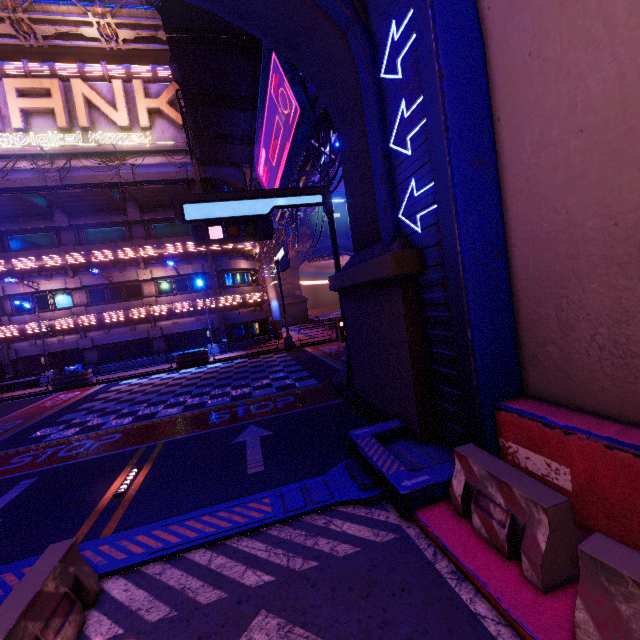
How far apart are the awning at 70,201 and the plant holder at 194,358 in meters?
11.8 m

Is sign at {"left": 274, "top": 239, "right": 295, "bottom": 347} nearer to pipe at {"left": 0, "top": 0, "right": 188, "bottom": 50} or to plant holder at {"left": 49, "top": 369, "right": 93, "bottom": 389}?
plant holder at {"left": 49, "top": 369, "right": 93, "bottom": 389}

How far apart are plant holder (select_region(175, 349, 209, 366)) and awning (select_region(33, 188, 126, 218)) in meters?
11.8

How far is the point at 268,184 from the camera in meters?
24.4 m

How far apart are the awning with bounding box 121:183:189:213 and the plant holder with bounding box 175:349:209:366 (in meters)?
11.50

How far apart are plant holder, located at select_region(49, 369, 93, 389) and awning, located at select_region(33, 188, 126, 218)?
11.49m

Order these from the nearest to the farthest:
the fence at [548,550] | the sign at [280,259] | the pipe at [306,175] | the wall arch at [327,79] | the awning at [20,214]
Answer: the fence at [548,550] < the wall arch at [327,79] < the pipe at [306,175] < the sign at [280,259] < the awning at [20,214]

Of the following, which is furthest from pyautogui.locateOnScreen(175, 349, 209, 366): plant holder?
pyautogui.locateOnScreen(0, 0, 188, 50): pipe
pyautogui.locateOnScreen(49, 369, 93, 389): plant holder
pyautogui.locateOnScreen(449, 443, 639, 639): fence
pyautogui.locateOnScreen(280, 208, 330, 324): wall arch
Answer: pyautogui.locateOnScreen(280, 208, 330, 324): wall arch
